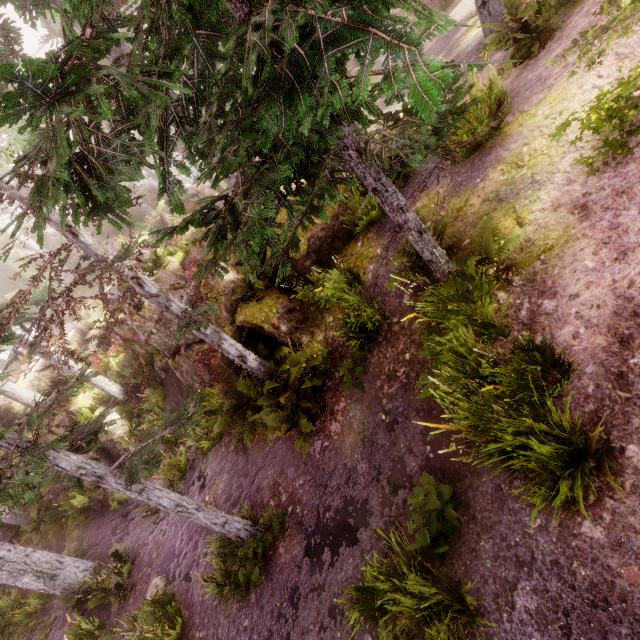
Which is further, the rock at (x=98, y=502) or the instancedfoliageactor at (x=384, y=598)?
the rock at (x=98, y=502)

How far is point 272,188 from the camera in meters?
2.9 m

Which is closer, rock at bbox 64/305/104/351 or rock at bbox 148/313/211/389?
rock at bbox 148/313/211/389

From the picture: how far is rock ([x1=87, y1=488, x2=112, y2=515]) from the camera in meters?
14.9 m

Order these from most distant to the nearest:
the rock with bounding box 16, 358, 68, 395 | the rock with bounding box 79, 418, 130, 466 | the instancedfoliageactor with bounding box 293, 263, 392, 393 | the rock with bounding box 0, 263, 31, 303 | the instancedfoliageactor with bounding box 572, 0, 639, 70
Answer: the rock with bounding box 0, 263, 31, 303 → the rock with bounding box 16, 358, 68, 395 → the rock with bounding box 79, 418, 130, 466 → the instancedfoliageactor with bounding box 293, 263, 392, 393 → the instancedfoliageactor with bounding box 572, 0, 639, 70

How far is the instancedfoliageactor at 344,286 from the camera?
6.4m
